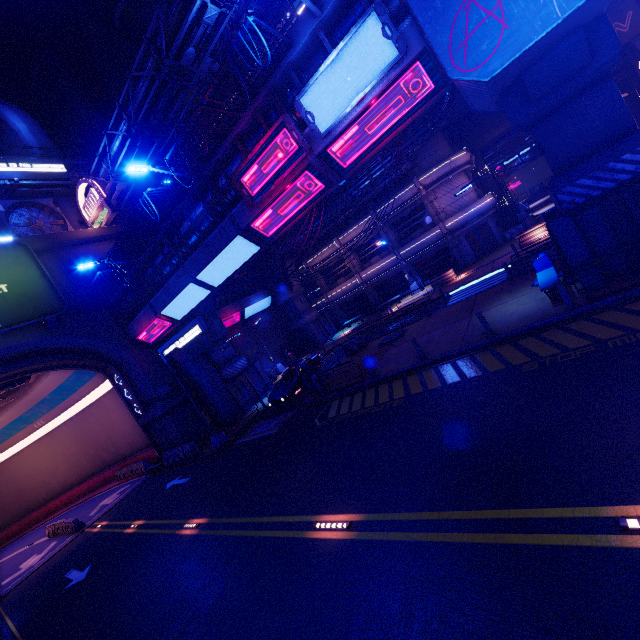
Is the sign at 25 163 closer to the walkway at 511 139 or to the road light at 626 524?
the road light at 626 524

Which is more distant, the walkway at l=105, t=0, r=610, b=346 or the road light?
the walkway at l=105, t=0, r=610, b=346

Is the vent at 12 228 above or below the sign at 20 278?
above

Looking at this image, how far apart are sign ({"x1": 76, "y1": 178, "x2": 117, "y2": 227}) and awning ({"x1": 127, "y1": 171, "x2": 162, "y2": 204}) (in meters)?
4.94

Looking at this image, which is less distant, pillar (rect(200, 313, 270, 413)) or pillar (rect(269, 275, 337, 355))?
pillar (rect(200, 313, 270, 413))

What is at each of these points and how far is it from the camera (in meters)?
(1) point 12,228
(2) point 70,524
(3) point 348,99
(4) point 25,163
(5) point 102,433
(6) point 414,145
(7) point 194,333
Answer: (1) vent, 23.84
(2) fence, 21.89
(3) sign, 10.59
(4) sign, 24.45
(5) tunnel, 31.39
(6) pipe, 21.55
(7) sign, 17.62

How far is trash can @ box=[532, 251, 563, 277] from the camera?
13.96m

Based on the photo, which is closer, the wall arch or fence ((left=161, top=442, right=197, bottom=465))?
the wall arch
